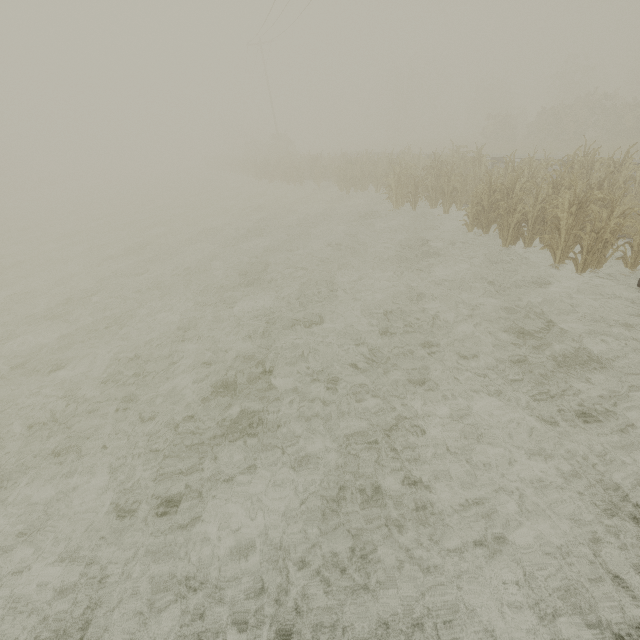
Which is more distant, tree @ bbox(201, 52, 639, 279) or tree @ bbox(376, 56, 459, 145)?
tree @ bbox(376, 56, 459, 145)

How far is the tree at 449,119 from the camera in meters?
46.7 m

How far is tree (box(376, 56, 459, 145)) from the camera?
46.7m

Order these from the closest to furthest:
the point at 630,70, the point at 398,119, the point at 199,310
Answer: the point at 199,310, the point at 630,70, the point at 398,119

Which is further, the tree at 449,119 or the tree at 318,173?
the tree at 449,119
